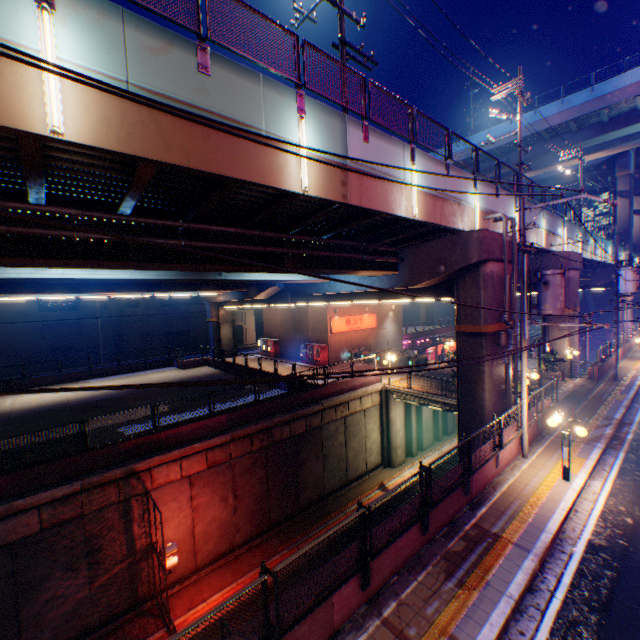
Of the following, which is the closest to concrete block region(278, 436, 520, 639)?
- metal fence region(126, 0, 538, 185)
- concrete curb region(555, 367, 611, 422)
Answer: concrete curb region(555, 367, 611, 422)

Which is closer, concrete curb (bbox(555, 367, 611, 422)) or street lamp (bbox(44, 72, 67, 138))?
street lamp (bbox(44, 72, 67, 138))

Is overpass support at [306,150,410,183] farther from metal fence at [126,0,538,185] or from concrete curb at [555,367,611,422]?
concrete curb at [555,367,611,422]

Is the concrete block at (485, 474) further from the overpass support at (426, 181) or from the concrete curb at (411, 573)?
the overpass support at (426, 181)

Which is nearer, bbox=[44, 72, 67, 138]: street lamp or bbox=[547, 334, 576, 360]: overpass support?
bbox=[44, 72, 67, 138]: street lamp

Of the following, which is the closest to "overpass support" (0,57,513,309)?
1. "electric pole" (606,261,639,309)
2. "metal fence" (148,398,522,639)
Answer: "metal fence" (148,398,522,639)

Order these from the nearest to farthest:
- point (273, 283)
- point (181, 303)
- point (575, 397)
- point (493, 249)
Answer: point (493, 249) < point (575, 397) < point (273, 283) < point (181, 303)

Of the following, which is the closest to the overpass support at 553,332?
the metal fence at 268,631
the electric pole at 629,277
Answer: the metal fence at 268,631
